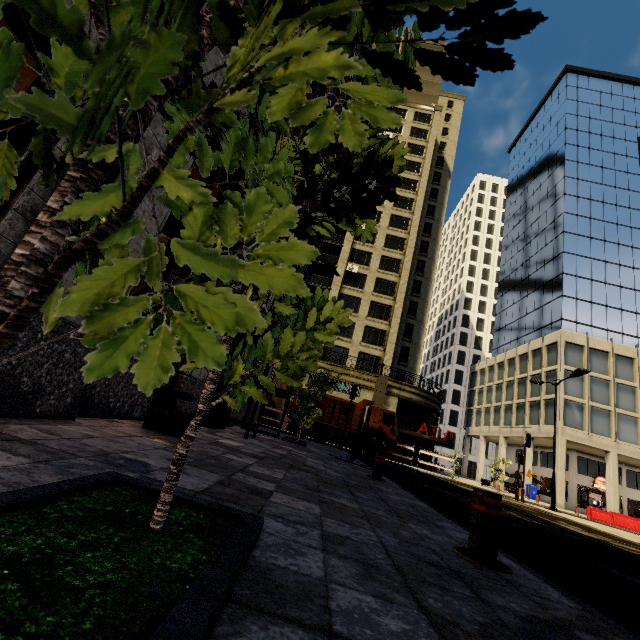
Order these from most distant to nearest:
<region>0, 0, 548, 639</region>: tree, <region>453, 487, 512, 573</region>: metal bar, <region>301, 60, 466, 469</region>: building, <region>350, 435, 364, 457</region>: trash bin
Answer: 1. <region>301, 60, 466, 469</region>: building
2. <region>350, 435, 364, 457</region>: trash bin
3. <region>453, 487, 512, 573</region>: metal bar
4. <region>0, 0, 548, 639</region>: tree

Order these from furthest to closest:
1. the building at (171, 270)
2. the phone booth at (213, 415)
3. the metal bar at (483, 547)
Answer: the phone booth at (213, 415) → the building at (171, 270) → the metal bar at (483, 547)

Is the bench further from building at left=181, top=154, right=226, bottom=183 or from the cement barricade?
the cement barricade

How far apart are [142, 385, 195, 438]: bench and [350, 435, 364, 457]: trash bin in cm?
692

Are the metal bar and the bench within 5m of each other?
yes

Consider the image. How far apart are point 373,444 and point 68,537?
21.6m

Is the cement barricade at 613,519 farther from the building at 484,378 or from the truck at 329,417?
the truck at 329,417

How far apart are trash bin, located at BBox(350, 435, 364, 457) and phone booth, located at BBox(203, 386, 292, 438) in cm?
382
